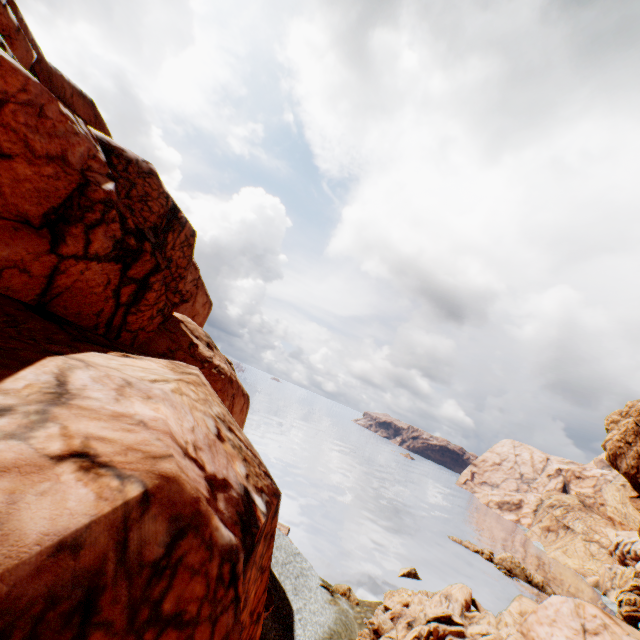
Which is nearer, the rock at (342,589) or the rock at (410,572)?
the rock at (342,589)

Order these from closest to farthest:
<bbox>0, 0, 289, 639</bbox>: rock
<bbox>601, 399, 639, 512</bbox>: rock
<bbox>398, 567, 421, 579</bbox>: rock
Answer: <bbox>0, 0, 289, 639</bbox>: rock, <bbox>398, 567, 421, 579</bbox>: rock, <bbox>601, 399, 639, 512</bbox>: rock

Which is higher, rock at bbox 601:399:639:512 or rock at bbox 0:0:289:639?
rock at bbox 601:399:639:512

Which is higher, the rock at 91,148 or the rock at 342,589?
the rock at 91,148

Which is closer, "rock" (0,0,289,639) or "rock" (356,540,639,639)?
"rock" (0,0,289,639)

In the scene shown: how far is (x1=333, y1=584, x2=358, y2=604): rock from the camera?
29.3 meters

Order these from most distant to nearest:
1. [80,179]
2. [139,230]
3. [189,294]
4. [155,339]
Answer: [189,294], [155,339], [139,230], [80,179]

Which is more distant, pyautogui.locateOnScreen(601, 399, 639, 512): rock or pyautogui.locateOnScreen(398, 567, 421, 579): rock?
pyautogui.locateOnScreen(601, 399, 639, 512): rock
